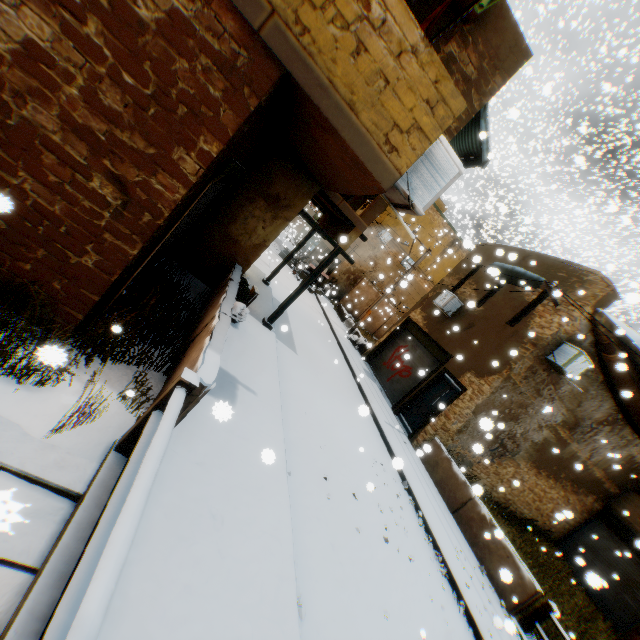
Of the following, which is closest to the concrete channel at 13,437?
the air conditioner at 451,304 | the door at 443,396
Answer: the air conditioner at 451,304

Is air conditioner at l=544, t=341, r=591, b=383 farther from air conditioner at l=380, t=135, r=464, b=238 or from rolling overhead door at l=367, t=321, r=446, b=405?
air conditioner at l=380, t=135, r=464, b=238

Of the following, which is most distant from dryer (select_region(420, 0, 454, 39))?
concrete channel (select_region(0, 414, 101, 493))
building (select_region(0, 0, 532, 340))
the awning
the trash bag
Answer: concrete channel (select_region(0, 414, 101, 493))

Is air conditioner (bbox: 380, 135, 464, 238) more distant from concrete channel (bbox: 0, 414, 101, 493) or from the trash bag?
the trash bag

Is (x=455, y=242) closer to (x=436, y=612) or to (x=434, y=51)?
(x=434, y=51)

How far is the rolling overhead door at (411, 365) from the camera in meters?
14.0 m

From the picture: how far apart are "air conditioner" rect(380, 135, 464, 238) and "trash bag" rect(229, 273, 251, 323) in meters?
3.8 m

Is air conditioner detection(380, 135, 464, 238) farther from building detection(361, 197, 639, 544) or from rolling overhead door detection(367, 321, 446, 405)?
rolling overhead door detection(367, 321, 446, 405)
